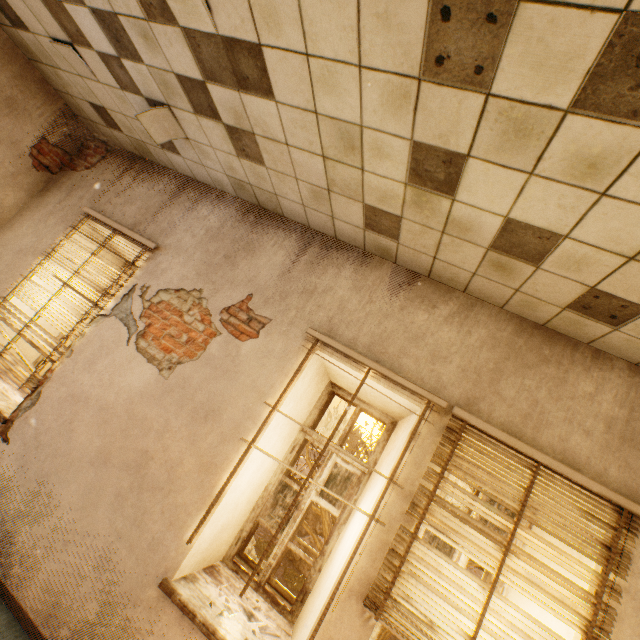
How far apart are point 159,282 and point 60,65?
2.5m

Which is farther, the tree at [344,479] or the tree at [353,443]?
the tree at [353,443]

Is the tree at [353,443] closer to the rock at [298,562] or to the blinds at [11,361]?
the rock at [298,562]

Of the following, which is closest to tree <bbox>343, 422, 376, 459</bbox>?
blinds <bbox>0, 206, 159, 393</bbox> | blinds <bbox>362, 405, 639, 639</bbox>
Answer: blinds <bbox>362, 405, 639, 639</bbox>

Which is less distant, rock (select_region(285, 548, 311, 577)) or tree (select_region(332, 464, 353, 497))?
tree (select_region(332, 464, 353, 497))

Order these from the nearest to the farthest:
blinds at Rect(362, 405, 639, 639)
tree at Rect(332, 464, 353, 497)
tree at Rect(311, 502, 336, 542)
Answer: blinds at Rect(362, 405, 639, 639), tree at Rect(332, 464, 353, 497), tree at Rect(311, 502, 336, 542)

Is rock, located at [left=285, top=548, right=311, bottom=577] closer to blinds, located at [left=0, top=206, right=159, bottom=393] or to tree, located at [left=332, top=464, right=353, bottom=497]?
tree, located at [left=332, top=464, right=353, bottom=497]
